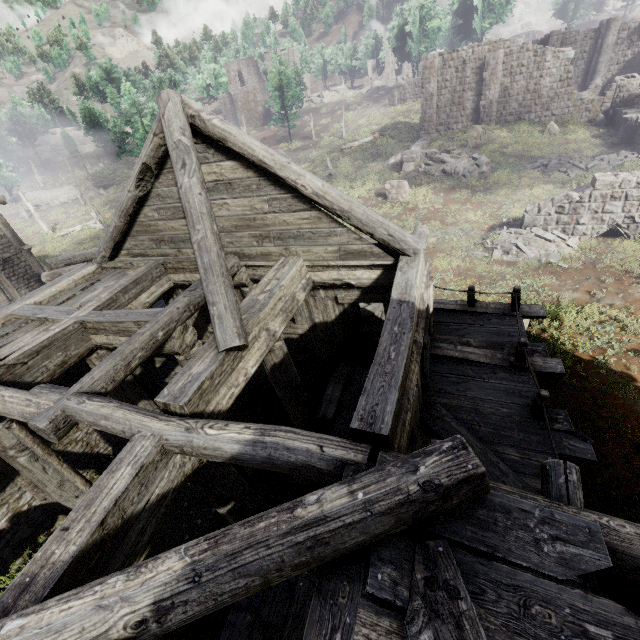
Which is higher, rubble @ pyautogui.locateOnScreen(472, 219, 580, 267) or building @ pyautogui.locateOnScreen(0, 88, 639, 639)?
building @ pyautogui.locateOnScreen(0, 88, 639, 639)

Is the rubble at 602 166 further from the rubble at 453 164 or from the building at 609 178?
the building at 609 178

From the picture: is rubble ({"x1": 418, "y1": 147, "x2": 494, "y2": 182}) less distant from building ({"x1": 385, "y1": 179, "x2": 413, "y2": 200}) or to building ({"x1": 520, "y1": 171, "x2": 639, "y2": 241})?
building ({"x1": 385, "y1": 179, "x2": 413, "y2": 200})

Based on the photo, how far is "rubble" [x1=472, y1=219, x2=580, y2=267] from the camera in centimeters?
1374cm

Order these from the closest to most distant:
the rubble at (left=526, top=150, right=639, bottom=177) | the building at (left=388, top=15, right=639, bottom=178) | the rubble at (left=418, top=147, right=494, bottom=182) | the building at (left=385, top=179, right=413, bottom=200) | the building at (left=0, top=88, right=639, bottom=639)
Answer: the building at (left=0, top=88, right=639, bottom=639), the rubble at (left=526, top=150, right=639, bottom=177), the building at (left=385, top=179, right=413, bottom=200), the rubble at (left=418, top=147, right=494, bottom=182), the building at (left=388, top=15, right=639, bottom=178)

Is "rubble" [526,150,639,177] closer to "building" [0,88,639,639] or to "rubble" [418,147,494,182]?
"rubble" [418,147,494,182]

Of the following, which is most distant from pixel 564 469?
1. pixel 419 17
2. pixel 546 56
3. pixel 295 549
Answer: pixel 419 17

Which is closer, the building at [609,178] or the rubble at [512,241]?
the building at [609,178]
